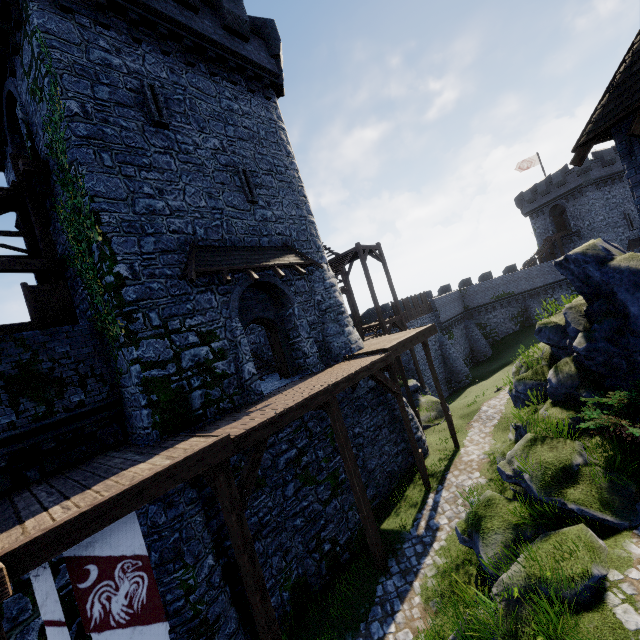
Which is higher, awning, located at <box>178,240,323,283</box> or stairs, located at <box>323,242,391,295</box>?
stairs, located at <box>323,242,391,295</box>

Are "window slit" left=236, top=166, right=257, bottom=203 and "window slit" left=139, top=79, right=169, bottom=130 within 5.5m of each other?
yes

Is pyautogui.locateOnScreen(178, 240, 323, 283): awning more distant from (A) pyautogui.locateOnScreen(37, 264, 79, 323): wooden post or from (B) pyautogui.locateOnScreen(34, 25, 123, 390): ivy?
(A) pyautogui.locateOnScreen(37, 264, 79, 323): wooden post

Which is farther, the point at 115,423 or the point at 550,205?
the point at 550,205

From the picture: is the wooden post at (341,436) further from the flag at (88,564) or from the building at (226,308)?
the flag at (88,564)

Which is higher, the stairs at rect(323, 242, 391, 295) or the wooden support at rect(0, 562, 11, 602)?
the stairs at rect(323, 242, 391, 295)

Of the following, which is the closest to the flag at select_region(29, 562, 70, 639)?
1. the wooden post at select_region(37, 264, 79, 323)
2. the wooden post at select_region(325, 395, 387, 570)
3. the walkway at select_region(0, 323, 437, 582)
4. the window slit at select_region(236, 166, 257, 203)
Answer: the walkway at select_region(0, 323, 437, 582)

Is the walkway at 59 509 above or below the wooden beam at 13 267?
below
